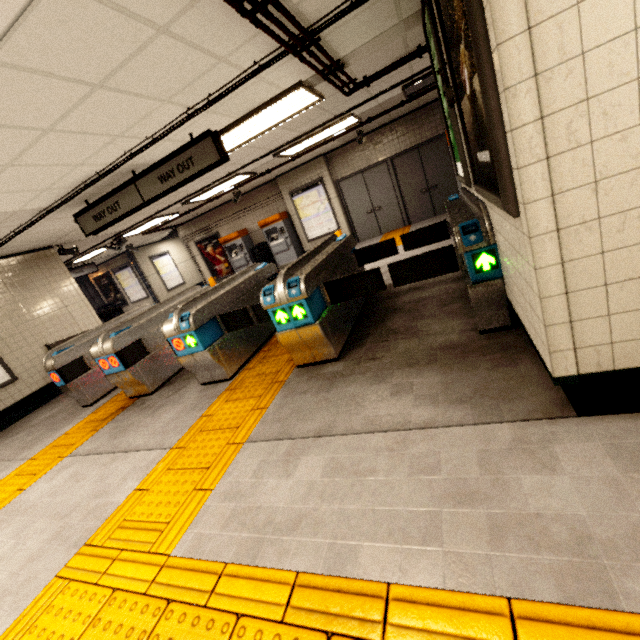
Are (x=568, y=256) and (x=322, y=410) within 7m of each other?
yes

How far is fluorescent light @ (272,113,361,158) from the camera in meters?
6.7

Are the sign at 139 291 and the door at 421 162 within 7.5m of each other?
no

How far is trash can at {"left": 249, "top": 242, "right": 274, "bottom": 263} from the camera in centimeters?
1141cm

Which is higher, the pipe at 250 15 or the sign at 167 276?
the pipe at 250 15

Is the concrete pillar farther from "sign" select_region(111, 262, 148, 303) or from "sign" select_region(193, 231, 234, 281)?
"sign" select_region(193, 231, 234, 281)

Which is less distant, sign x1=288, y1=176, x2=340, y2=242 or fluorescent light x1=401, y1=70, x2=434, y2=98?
fluorescent light x1=401, y1=70, x2=434, y2=98

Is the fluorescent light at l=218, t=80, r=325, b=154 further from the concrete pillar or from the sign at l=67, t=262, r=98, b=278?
the concrete pillar
